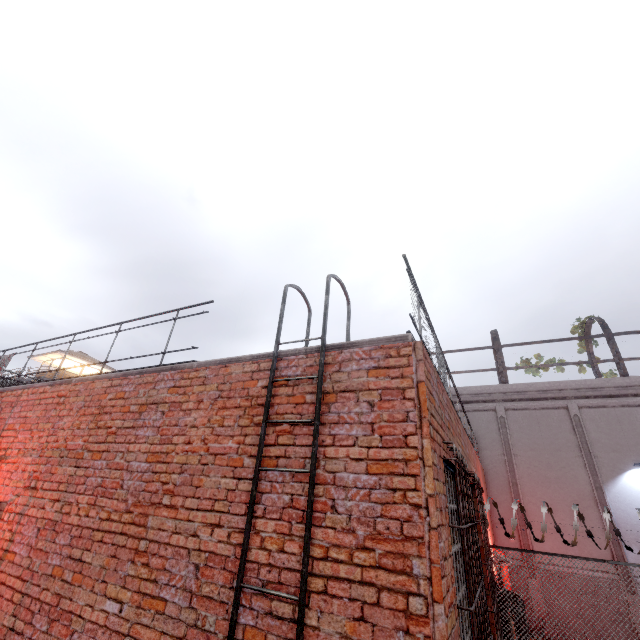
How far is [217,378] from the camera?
4.2 meters
